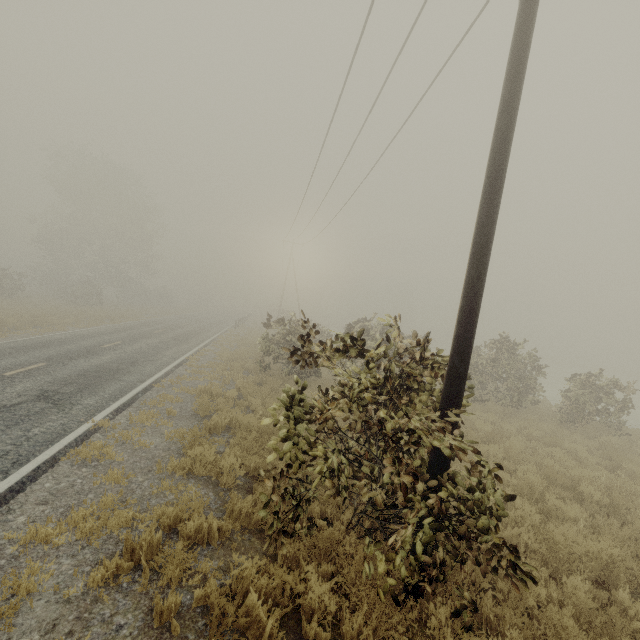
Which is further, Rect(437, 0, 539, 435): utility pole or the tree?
the tree

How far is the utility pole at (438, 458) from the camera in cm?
423

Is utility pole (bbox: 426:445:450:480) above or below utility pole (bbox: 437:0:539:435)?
below

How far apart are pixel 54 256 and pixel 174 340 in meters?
29.8 m

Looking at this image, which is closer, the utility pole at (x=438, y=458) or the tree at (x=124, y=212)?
the utility pole at (x=438, y=458)

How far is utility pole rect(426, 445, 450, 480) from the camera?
4.2m
